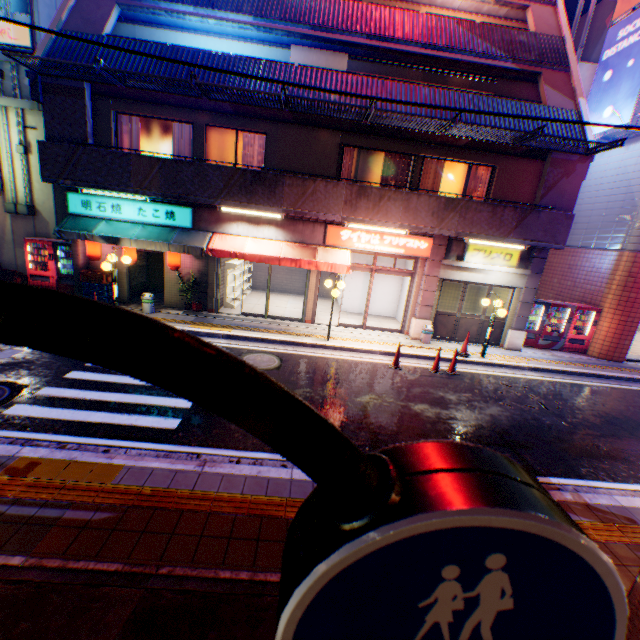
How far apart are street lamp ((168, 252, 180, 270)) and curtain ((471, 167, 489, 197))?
11.27m

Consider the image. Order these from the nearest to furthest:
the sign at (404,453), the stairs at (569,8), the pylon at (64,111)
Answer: the sign at (404,453), the pylon at (64,111), the stairs at (569,8)

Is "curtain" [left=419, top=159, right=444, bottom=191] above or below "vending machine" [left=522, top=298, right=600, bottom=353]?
above

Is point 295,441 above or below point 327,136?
below

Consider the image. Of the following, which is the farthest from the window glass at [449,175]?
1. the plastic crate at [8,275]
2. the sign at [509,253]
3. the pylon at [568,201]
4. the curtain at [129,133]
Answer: the plastic crate at [8,275]

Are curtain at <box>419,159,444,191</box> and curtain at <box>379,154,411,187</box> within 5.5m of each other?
yes

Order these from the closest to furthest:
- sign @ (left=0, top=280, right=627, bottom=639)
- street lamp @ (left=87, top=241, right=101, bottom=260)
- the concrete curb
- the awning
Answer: sign @ (left=0, top=280, right=627, bottom=639) → the concrete curb → the awning → street lamp @ (left=87, top=241, right=101, bottom=260)

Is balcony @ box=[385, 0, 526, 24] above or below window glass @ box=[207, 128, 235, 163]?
above
